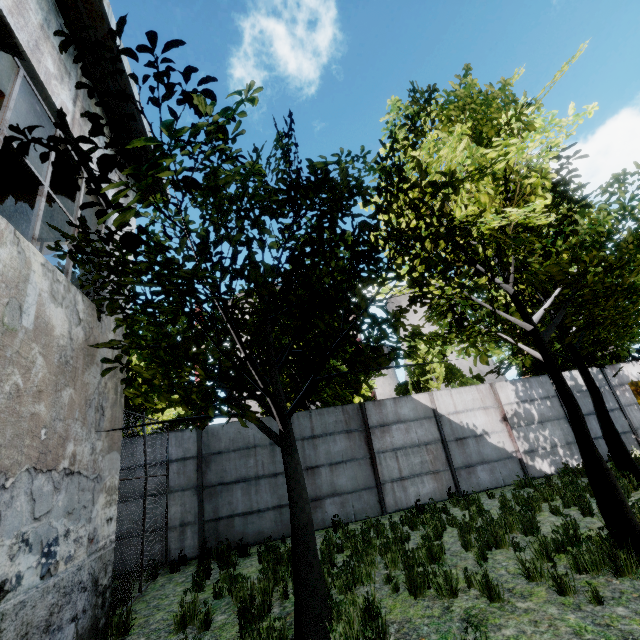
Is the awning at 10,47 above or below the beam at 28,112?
below

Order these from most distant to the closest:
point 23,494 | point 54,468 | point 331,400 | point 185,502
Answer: point 331,400
point 185,502
point 54,468
point 23,494

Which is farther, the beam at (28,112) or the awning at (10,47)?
the beam at (28,112)

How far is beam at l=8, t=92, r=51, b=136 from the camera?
5.33m

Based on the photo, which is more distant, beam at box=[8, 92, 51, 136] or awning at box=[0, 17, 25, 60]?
beam at box=[8, 92, 51, 136]

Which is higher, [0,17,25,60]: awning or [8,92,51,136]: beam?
[8,92,51,136]: beam
